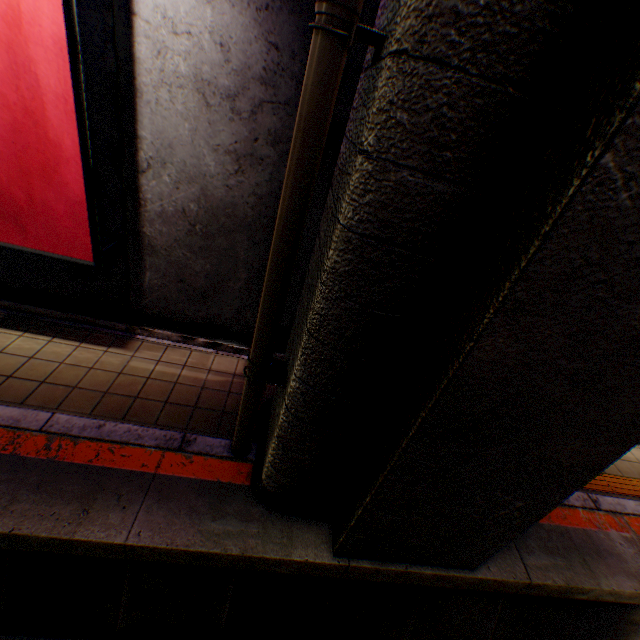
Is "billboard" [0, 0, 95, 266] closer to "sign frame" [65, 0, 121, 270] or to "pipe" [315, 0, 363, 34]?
"sign frame" [65, 0, 121, 270]

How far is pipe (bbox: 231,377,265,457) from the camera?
3.06m

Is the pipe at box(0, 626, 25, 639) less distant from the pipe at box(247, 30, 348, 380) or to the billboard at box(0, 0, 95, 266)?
the pipe at box(247, 30, 348, 380)

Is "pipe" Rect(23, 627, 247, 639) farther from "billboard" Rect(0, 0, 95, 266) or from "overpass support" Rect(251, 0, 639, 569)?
"billboard" Rect(0, 0, 95, 266)

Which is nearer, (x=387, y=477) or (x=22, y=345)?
(x=387, y=477)

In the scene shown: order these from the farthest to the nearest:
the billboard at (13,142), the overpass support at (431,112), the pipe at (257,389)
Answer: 1. the pipe at (257,389)
2. the billboard at (13,142)
3. the overpass support at (431,112)

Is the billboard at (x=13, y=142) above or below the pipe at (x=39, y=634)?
above
